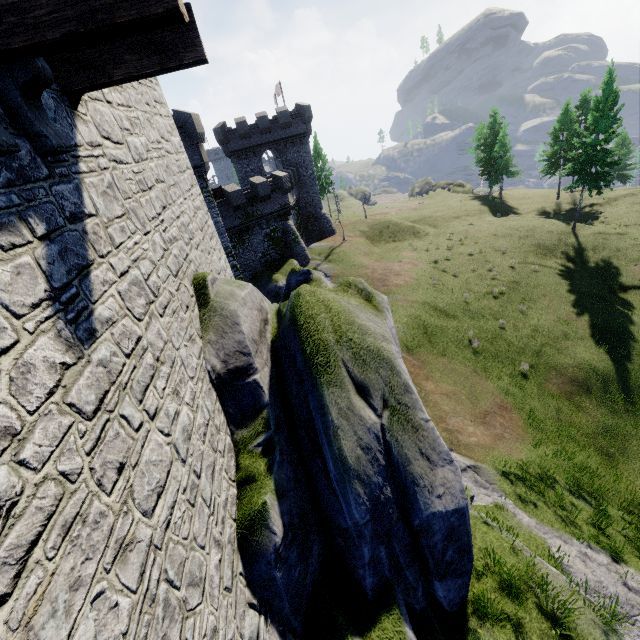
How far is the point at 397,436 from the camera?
6.64m

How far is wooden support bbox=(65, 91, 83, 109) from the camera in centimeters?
395cm

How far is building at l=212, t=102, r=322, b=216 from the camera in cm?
3772

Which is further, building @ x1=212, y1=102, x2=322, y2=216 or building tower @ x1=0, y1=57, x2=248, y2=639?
building @ x1=212, y1=102, x2=322, y2=216

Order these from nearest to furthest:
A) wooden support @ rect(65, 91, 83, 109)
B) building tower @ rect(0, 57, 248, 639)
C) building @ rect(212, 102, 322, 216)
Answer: building tower @ rect(0, 57, 248, 639) → wooden support @ rect(65, 91, 83, 109) → building @ rect(212, 102, 322, 216)

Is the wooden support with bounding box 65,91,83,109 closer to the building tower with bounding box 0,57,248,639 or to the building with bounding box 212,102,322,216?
the building tower with bounding box 0,57,248,639

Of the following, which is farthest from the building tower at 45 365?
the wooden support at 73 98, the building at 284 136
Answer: the building at 284 136
